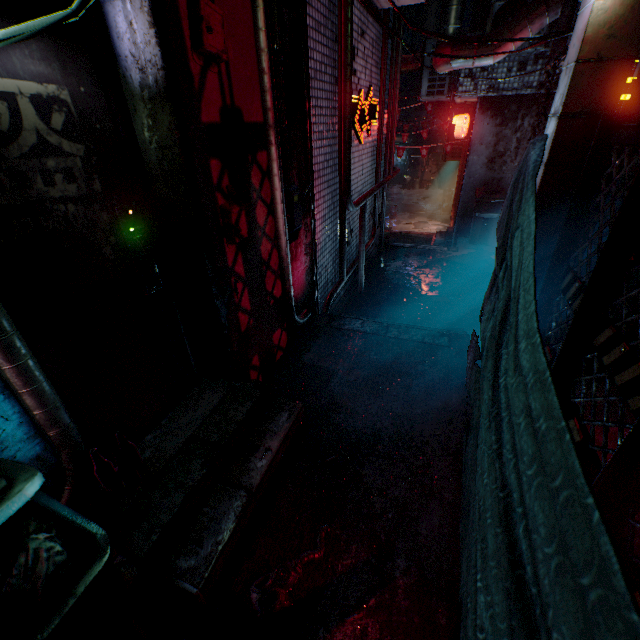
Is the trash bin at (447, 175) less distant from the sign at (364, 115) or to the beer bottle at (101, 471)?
the sign at (364, 115)

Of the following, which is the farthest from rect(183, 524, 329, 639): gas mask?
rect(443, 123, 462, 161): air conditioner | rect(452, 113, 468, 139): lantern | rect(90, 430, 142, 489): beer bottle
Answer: rect(443, 123, 462, 161): air conditioner

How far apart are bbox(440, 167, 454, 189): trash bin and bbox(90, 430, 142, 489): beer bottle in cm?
2017

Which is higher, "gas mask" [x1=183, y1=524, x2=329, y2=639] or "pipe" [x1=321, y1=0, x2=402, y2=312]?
"pipe" [x1=321, y1=0, x2=402, y2=312]

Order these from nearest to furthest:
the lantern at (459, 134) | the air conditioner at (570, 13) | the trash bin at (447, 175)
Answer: the air conditioner at (570, 13)
the lantern at (459, 134)
the trash bin at (447, 175)

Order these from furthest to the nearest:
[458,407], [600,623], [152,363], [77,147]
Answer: [458,407] → [152,363] → [77,147] → [600,623]

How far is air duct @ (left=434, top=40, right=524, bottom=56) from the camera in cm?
394

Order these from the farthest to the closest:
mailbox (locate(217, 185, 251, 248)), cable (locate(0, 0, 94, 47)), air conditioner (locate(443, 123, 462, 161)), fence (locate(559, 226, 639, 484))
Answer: → air conditioner (locate(443, 123, 462, 161)), mailbox (locate(217, 185, 251, 248)), fence (locate(559, 226, 639, 484)), cable (locate(0, 0, 94, 47))
